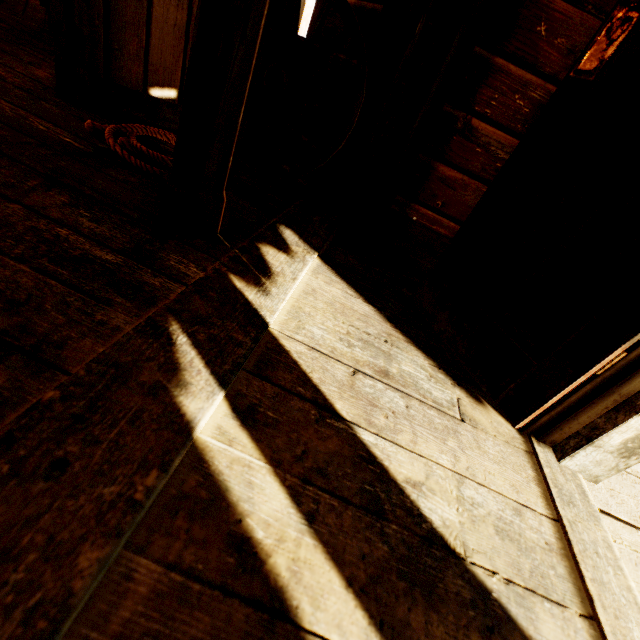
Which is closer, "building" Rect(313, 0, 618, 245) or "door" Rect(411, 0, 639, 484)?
"door" Rect(411, 0, 639, 484)

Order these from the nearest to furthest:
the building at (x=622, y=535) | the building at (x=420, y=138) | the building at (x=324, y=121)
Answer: the building at (x=622, y=535), the building at (x=420, y=138), the building at (x=324, y=121)

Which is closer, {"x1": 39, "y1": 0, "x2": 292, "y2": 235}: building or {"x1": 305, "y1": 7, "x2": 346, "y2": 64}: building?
{"x1": 39, "y1": 0, "x2": 292, "y2": 235}: building

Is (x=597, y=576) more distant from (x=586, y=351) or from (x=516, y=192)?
(x=516, y=192)

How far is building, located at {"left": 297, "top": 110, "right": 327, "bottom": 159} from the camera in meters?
2.1 m

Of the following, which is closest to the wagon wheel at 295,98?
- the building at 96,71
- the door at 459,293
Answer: the building at 96,71

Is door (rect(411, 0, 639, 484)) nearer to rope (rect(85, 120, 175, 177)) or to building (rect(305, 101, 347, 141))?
building (rect(305, 101, 347, 141))

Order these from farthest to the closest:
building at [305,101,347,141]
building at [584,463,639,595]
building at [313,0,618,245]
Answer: building at [305,101,347,141] < building at [313,0,618,245] < building at [584,463,639,595]
